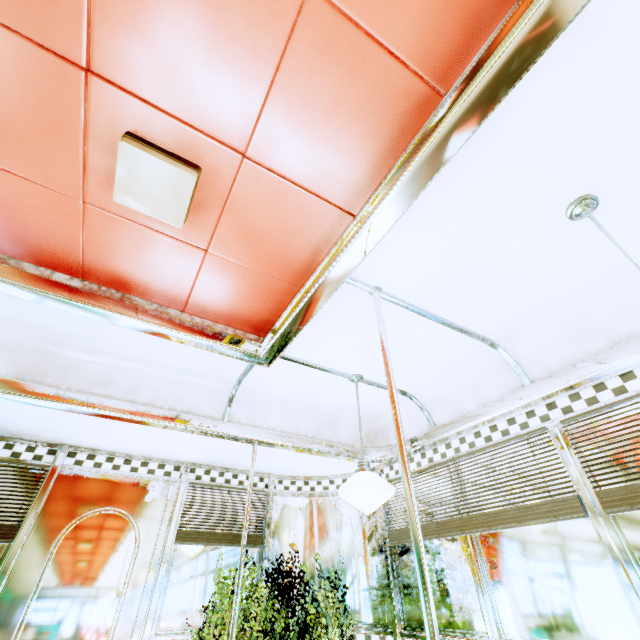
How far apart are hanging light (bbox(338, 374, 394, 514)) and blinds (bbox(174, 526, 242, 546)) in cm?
168

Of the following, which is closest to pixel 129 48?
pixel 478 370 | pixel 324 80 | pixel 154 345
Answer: pixel 324 80

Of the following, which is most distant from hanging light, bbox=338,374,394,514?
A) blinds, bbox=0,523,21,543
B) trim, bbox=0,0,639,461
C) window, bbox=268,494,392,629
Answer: blinds, bbox=0,523,21,543

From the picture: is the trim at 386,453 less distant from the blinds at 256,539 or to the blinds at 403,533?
the blinds at 403,533

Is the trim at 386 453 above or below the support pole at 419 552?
above

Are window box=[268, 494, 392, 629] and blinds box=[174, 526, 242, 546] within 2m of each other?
yes

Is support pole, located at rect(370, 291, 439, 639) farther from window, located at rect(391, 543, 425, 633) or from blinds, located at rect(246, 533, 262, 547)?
blinds, located at rect(246, 533, 262, 547)

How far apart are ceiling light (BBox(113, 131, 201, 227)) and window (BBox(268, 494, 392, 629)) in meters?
3.5
